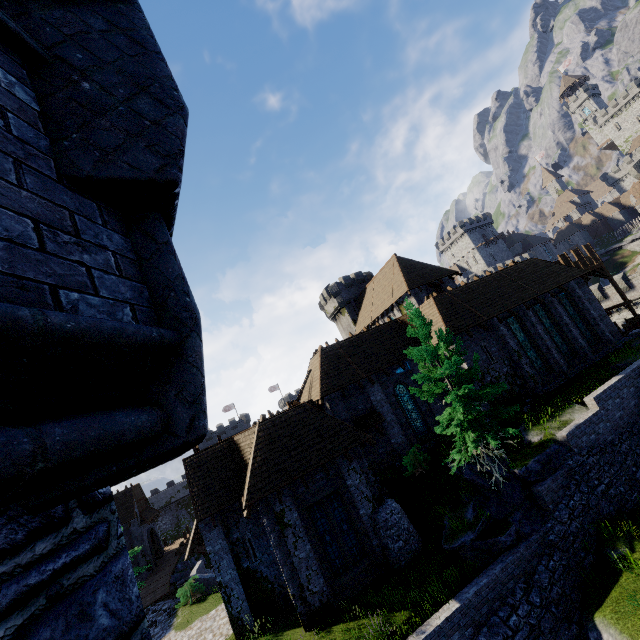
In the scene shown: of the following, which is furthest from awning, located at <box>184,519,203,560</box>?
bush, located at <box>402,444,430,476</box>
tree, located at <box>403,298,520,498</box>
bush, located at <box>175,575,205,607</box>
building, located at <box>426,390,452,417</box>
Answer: tree, located at <box>403,298,520,498</box>

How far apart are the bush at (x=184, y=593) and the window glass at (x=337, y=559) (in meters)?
13.69

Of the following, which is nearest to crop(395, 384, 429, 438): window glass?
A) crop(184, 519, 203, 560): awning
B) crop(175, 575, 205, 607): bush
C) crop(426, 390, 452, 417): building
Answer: crop(426, 390, 452, 417): building

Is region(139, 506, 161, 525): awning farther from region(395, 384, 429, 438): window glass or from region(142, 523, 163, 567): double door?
region(395, 384, 429, 438): window glass

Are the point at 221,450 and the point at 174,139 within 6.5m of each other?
no

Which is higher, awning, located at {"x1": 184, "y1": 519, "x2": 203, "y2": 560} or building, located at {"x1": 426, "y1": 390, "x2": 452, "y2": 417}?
awning, located at {"x1": 184, "y1": 519, "x2": 203, "y2": 560}

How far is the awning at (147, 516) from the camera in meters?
35.7

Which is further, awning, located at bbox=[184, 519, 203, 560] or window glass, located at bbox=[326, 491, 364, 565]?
awning, located at bbox=[184, 519, 203, 560]
